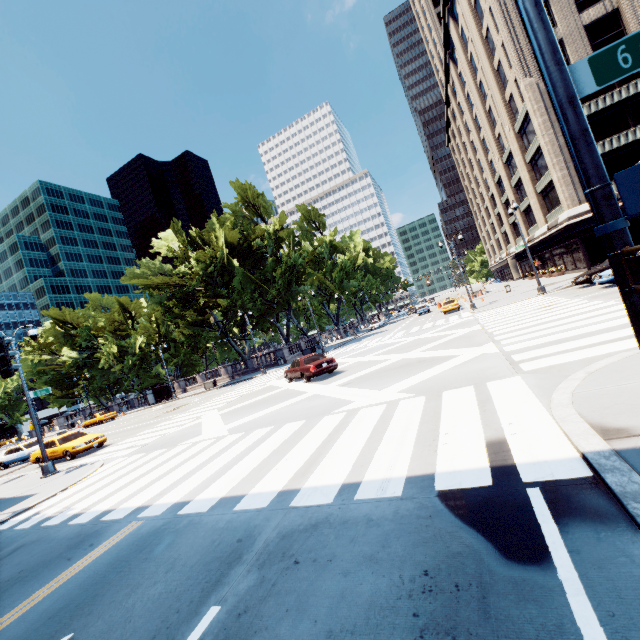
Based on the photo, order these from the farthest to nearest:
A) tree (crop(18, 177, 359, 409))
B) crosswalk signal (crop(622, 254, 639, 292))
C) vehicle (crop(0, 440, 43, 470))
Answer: tree (crop(18, 177, 359, 409))
vehicle (crop(0, 440, 43, 470))
crosswalk signal (crop(622, 254, 639, 292))

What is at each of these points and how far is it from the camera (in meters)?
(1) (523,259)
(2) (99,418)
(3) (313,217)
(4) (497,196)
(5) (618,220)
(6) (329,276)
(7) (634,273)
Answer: (1) building, 53.62
(2) vehicle, 40.69
(3) tree, 59.62
(4) building, 57.53
(5) light, 2.82
(6) tree, 58.59
(7) crosswalk signal, 2.69

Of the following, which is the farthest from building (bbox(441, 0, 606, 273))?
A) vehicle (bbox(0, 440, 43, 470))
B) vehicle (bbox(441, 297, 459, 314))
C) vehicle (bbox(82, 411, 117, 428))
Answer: vehicle (bbox(82, 411, 117, 428))

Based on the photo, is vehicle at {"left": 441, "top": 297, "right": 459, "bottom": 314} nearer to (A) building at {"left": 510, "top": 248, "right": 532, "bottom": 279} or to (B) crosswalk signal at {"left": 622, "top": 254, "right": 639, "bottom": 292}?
(A) building at {"left": 510, "top": 248, "right": 532, "bottom": 279}

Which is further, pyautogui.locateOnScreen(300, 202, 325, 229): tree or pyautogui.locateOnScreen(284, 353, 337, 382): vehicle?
pyautogui.locateOnScreen(300, 202, 325, 229): tree

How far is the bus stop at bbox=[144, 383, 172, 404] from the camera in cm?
4256

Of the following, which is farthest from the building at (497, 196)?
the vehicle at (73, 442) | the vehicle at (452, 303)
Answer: the vehicle at (73, 442)

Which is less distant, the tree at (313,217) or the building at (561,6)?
the building at (561,6)
